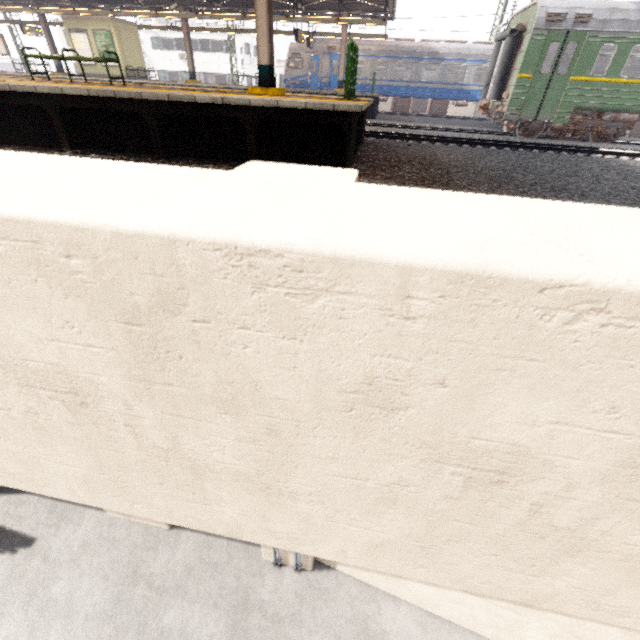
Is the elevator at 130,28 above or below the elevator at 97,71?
above

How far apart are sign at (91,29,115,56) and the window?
21.1m

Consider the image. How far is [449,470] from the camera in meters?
1.7

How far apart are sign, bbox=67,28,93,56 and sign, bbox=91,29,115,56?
0.30m

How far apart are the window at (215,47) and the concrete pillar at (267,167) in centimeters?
4400cm

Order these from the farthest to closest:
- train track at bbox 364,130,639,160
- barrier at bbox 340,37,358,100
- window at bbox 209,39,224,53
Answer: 1. window at bbox 209,39,224,53
2. train track at bbox 364,130,639,160
3. barrier at bbox 340,37,358,100

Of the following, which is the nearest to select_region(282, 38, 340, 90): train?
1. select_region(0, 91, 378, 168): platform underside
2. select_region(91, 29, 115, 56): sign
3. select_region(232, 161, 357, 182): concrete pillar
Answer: select_region(91, 29, 115, 56): sign

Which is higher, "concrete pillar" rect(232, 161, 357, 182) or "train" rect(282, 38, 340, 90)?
"train" rect(282, 38, 340, 90)
